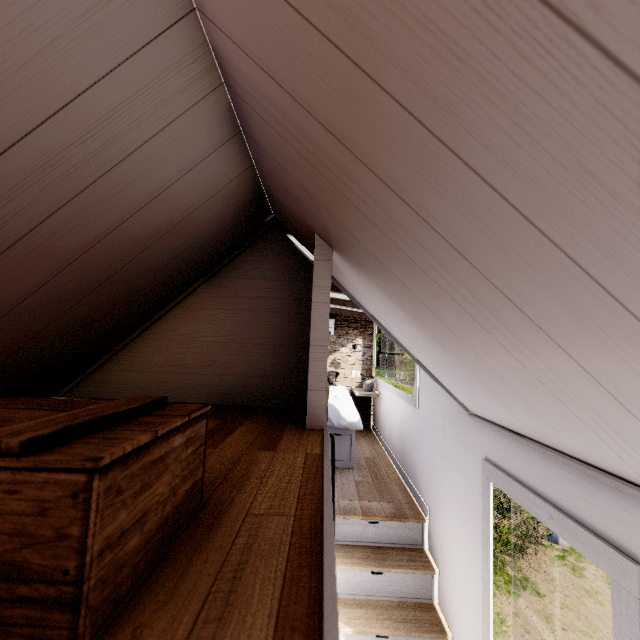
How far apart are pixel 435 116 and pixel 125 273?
1.5m

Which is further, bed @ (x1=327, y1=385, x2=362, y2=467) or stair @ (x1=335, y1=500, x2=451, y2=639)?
bed @ (x1=327, y1=385, x2=362, y2=467)

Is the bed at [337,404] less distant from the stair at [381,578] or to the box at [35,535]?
the stair at [381,578]

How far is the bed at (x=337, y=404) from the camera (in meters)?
3.99

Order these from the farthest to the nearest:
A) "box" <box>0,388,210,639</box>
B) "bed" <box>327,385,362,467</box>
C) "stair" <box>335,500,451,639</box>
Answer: "bed" <box>327,385,362,467</box>, "stair" <box>335,500,451,639</box>, "box" <box>0,388,210,639</box>

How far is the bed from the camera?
4.0 meters

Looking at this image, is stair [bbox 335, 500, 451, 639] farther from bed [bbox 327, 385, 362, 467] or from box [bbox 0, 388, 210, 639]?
box [bbox 0, 388, 210, 639]
